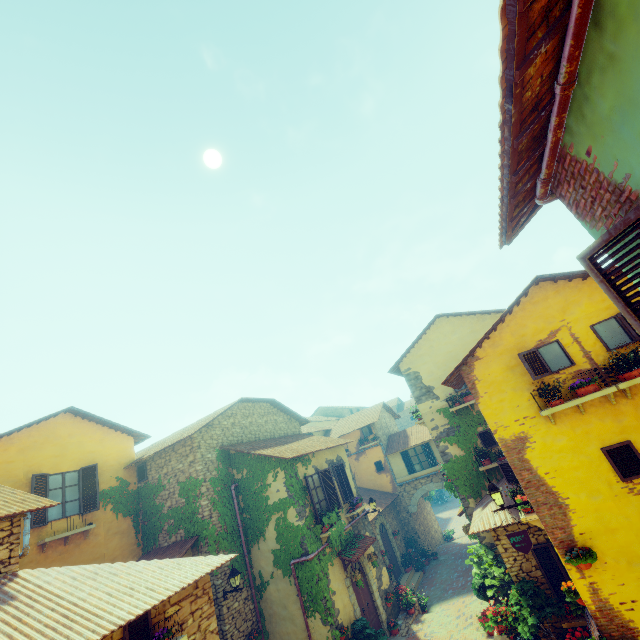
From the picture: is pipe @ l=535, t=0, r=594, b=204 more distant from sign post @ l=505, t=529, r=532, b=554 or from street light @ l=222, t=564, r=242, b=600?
street light @ l=222, t=564, r=242, b=600

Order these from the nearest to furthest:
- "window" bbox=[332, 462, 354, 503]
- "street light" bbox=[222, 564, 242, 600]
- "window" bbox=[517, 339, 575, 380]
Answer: "window" bbox=[517, 339, 575, 380] → "street light" bbox=[222, 564, 242, 600] → "window" bbox=[332, 462, 354, 503]

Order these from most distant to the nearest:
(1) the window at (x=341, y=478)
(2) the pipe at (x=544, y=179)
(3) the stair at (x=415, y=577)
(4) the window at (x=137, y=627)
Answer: (3) the stair at (x=415, y=577) → (1) the window at (x=341, y=478) → (4) the window at (x=137, y=627) → (2) the pipe at (x=544, y=179)

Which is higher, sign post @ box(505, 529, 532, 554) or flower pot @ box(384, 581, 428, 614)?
sign post @ box(505, 529, 532, 554)

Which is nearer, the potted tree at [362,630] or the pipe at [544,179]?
the pipe at [544,179]

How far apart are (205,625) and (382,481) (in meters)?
17.37

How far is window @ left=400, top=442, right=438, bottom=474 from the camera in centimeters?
2159cm

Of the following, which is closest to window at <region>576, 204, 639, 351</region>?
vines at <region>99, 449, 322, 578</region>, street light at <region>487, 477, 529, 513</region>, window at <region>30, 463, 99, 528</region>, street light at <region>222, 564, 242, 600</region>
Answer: street light at <region>487, 477, 529, 513</region>
